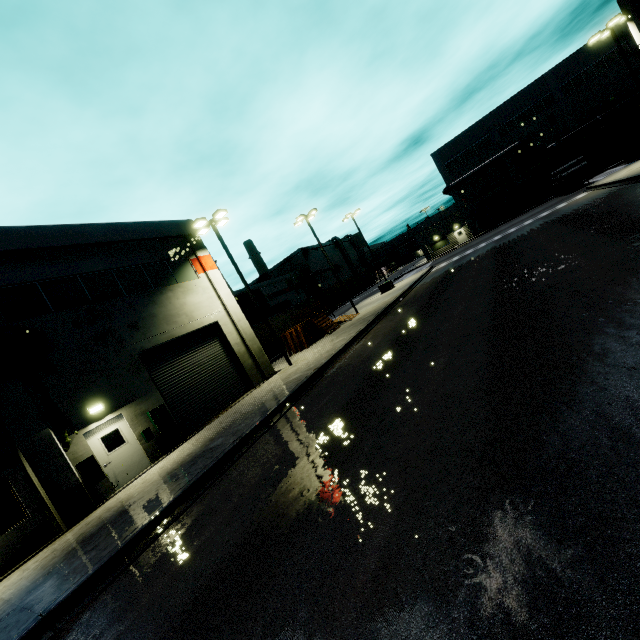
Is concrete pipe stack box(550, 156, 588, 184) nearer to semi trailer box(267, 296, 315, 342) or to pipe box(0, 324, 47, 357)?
semi trailer box(267, 296, 315, 342)

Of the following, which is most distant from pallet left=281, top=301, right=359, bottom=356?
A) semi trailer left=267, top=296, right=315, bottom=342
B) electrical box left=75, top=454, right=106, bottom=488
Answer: electrical box left=75, top=454, right=106, bottom=488

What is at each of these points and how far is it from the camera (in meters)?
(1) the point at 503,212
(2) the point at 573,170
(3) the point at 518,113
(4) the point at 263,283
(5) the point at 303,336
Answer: (1) roll-up door, 49.47
(2) concrete pipe stack, 35.19
(3) building, 45.00
(4) building, 57.75
(5) pallet, 23.47

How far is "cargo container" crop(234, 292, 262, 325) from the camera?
36.2m

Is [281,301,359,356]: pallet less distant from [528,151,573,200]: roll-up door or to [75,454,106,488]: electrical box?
[528,151,573,200]: roll-up door

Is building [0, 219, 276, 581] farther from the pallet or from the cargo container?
the cargo container

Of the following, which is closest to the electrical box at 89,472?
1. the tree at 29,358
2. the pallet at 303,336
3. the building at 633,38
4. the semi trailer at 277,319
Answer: the building at 633,38

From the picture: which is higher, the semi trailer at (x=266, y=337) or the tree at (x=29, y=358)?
the tree at (x=29, y=358)
